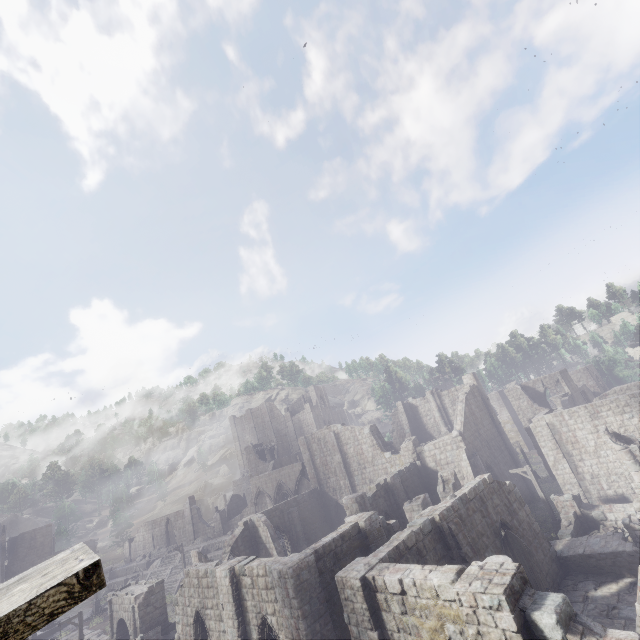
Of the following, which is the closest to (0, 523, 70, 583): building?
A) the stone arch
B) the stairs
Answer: the stairs

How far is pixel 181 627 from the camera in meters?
Answer: 19.0 m

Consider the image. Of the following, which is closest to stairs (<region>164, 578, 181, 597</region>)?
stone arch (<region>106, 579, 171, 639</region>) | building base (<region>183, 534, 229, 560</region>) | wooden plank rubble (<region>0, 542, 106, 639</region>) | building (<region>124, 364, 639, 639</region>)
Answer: building base (<region>183, 534, 229, 560</region>)

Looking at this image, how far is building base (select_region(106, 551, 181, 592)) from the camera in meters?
43.3 m

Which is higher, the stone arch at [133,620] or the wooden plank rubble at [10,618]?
the wooden plank rubble at [10,618]

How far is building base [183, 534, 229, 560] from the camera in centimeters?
3954cm

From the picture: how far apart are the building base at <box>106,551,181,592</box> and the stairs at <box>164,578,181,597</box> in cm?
828

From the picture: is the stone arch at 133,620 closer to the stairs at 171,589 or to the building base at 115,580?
the stairs at 171,589
